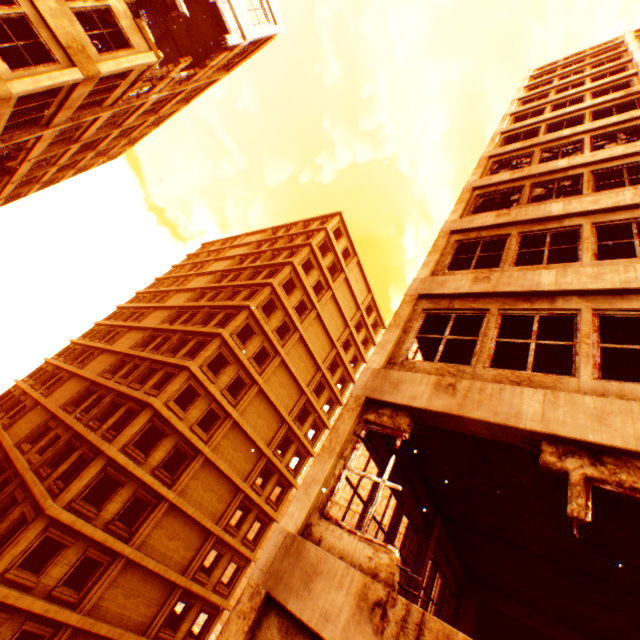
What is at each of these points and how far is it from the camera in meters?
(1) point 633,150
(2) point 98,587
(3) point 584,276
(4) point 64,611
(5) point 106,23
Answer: (1) wall corner piece, 8.5 m
(2) concrete pillar, 16.5 m
(3) wall corner piece, 5.8 m
(4) wall corner piece, 15.3 m
(5) floor rubble, 13.0 m

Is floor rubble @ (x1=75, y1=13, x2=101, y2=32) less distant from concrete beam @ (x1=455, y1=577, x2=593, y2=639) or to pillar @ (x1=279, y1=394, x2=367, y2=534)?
pillar @ (x1=279, y1=394, x2=367, y2=534)

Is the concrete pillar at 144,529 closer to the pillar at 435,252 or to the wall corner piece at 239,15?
the wall corner piece at 239,15

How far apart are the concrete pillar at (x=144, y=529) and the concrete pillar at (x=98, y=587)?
0.3m

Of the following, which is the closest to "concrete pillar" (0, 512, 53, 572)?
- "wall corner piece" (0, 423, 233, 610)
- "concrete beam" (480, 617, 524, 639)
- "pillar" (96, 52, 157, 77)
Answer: "wall corner piece" (0, 423, 233, 610)

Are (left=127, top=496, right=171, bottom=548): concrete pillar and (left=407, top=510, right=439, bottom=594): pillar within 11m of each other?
no

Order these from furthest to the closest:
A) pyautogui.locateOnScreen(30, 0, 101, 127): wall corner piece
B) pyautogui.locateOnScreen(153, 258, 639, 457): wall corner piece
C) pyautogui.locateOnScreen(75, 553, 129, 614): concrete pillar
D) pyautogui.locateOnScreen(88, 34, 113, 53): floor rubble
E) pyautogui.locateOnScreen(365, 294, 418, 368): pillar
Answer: pyautogui.locateOnScreen(75, 553, 129, 614): concrete pillar → pyautogui.locateOnScreen(88, 34, 113, 53): floor rubble → pyautogui.locateOnScreen(30, 0, 101, 127): wall corner piece → pyautogui.locateOnScreen(365, 294, 418, 368): pillar → pyautogui.locateOnScreen(153, 258, 639, 457): wall corner piece

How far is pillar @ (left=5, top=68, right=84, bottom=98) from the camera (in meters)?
9.73
